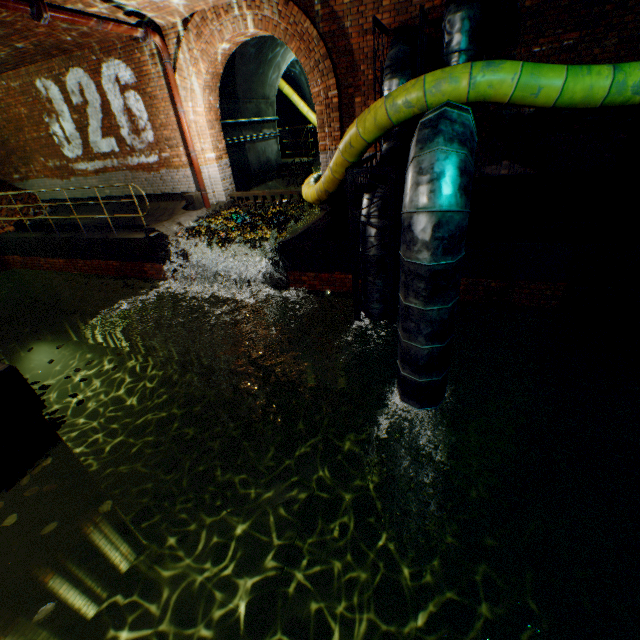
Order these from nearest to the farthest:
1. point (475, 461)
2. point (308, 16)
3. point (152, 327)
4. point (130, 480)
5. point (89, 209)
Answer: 1. point (308, 16)
2. point (475, 461)
3. point (130, 480)
4. point (152, 327)
5. point (89, 209)

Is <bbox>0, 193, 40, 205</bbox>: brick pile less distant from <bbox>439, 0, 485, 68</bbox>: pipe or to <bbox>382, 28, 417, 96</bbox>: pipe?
<bbox>382, 28, 417, 96</bbox>: pipe

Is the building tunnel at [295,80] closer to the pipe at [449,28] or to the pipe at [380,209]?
the pipe at [380,209]

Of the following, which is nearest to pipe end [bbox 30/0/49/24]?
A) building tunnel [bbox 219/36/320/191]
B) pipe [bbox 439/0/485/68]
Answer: building tunnel [bbox 219/36/320/191]

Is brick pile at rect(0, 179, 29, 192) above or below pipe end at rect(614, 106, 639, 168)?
above

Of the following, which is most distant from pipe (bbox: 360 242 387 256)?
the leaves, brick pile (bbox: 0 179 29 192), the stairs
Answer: brick pile (bbox: 0 179 29 192)

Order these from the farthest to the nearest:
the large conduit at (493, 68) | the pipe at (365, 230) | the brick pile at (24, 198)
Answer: the brick pile at (24, 198) → the pipe at (365, 230) → the large conduit at (493, 68)

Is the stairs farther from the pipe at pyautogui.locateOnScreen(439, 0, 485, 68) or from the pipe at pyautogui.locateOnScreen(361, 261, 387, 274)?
the pipe at pyautogui.locateOnScreen(439, 0, 485, 68)
